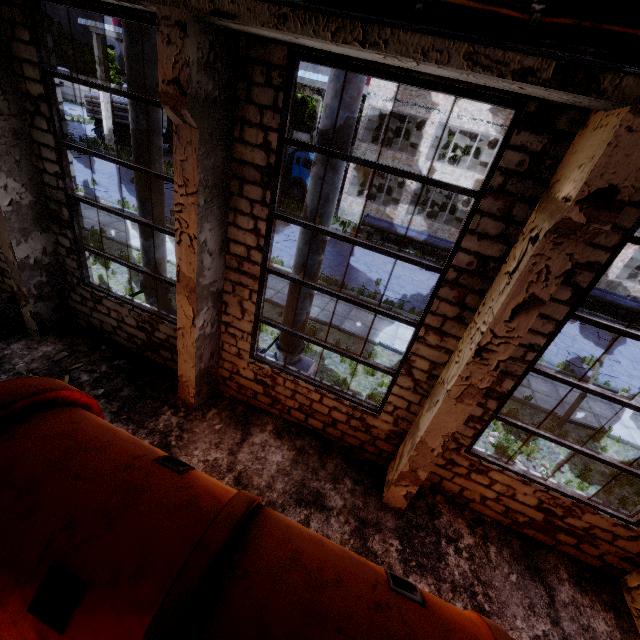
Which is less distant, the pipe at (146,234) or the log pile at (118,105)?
the pipe at (146,234)

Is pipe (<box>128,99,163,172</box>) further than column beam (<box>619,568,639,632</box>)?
Yes

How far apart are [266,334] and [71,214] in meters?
5.8

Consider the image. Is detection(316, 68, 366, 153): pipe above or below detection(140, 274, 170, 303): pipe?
above

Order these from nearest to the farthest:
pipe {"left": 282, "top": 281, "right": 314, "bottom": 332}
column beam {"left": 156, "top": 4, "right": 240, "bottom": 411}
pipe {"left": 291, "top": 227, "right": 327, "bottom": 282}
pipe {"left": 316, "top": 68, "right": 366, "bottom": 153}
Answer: column beam {"left": 156, "top": 4, "right": 240, "bottom": 411}
pipe {"left": 316, "top": 68, "right": 366, "bottom": 153}
pipe {"left": 291, "top": 227, "right": 327, "bottom": 282}
pipe {"left": 282, "top": 281, "right": 314, "bottom": 332}

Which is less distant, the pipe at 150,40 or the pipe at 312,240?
the pipe at 150,40

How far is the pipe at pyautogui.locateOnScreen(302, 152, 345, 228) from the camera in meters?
A: 5.5 m
